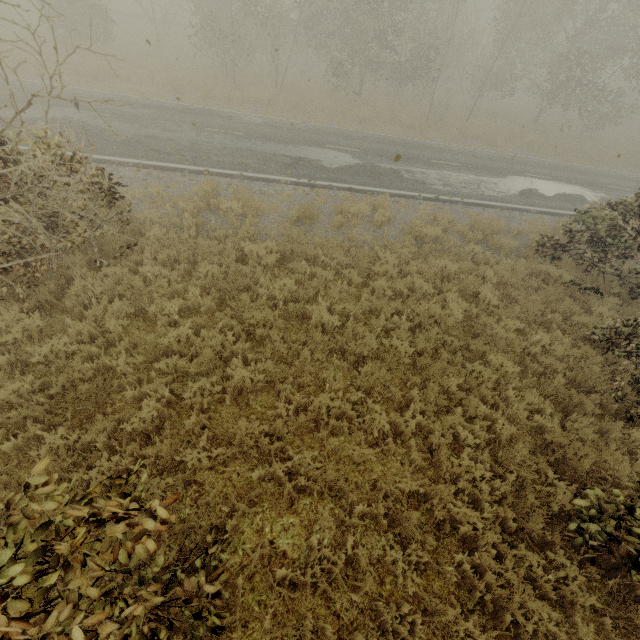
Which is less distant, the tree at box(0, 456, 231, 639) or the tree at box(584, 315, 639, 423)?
the tree at box(0, 456, 231, 639)

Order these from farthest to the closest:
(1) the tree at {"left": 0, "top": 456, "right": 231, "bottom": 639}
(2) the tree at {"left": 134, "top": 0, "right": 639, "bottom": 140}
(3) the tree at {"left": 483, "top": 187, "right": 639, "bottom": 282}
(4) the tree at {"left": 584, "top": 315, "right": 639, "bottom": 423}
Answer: (2) the tree at {"left": 134, "top": 0, "right": 639, "bottom": 140} → (3) the tree at {"left": 483, "top": 187, "right": 639, "bottom": 282} → (4) the tree at {"left": 584, "top": 315, "right": 639, "bottom": 423} → (1) the tree at {"left": 0, "top": 456, "right": 231, "bottom": 639}

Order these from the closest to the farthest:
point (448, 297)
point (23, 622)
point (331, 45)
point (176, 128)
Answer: point (23, 622)
point (448, 297)
point (176, 128)
point (331, 45)

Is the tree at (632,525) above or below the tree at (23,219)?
below
